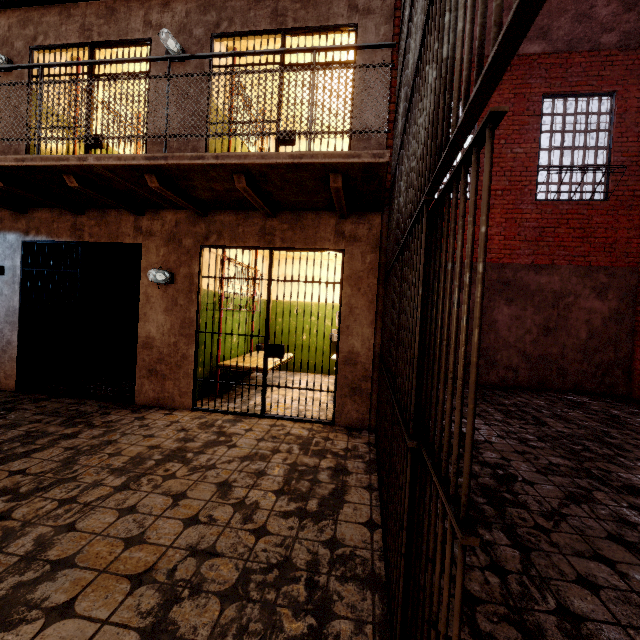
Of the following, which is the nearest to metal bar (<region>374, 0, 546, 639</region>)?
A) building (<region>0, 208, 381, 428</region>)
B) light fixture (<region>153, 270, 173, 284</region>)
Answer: building (<region>0, 208, 381, 428</region>)

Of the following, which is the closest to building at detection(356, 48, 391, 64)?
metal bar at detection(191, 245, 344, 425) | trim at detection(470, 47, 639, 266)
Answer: metal bar at detection(191, 245, 344, 425)

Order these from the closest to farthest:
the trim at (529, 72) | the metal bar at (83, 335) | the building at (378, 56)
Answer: the building at (378, 56) < the metal bar at (83, 335) < the trim at (529, 72)

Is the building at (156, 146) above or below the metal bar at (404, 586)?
above

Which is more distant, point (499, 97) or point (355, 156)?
point (499, 97)

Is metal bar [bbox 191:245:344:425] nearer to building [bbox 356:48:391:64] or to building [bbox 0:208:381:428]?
building [bbox 0:208:381:428]

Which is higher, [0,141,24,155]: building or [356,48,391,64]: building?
[356,48,391,64]: building

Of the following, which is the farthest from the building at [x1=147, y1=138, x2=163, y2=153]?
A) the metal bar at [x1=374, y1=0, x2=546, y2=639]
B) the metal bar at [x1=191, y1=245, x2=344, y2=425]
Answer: the metal bar at [x1=191, y1=245, x2=344, y2=425]
